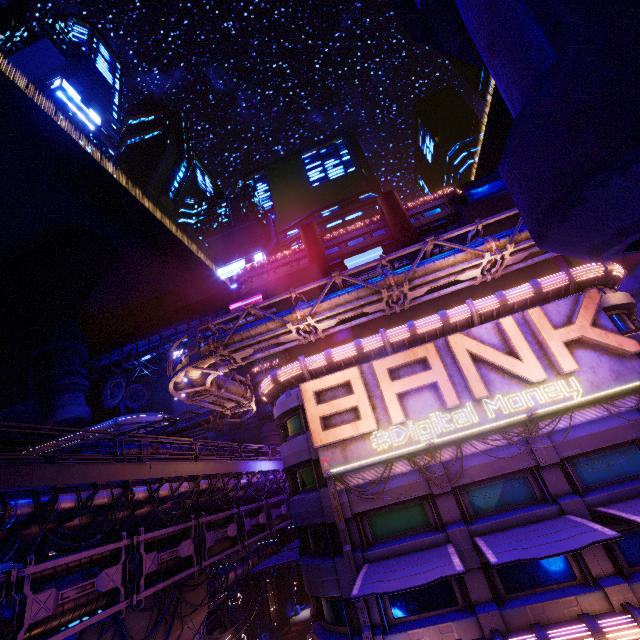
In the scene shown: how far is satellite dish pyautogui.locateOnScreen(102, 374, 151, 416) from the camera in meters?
46.2

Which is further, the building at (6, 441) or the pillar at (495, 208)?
the building at (6, 441)

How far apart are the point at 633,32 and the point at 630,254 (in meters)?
1.69

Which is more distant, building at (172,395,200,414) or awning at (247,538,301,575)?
building at (172,395,200,414)

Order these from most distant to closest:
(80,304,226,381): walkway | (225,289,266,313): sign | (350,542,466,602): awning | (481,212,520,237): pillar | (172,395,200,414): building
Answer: (80,304,226,381): walkway → (225,289,266,313): sign → (172,395,200,414): building → (481,212,520,237): pillar → (350,542,466,602): awning

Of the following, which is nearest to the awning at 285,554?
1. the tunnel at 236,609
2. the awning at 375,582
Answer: the awning at 375,582

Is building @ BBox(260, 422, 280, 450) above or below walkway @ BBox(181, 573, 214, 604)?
above

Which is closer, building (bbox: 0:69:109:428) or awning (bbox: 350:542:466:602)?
awning (bbox: 350:542:466:602)
